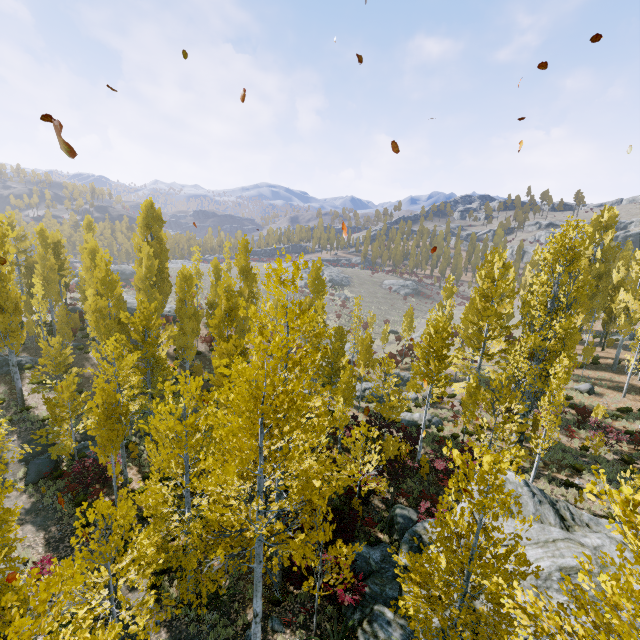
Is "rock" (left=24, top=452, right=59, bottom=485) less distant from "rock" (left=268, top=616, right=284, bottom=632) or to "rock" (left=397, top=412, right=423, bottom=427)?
"rock" (left=268, top=616, right=284, bottom=632)

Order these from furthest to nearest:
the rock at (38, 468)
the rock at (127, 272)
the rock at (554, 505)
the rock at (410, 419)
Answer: the rock at (127, 272)
the rock at (410, 419)
the rock at (38, 468)
the rock at (554, 505)

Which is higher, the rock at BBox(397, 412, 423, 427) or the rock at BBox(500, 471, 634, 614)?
the rock at BBox(500, 471, 634, 614)

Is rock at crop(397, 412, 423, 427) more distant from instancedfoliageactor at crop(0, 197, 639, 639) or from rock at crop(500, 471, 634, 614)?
rock at crop(500, 471, 634, 614)

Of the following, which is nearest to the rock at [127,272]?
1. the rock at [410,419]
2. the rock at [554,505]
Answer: the rock at [410,419]

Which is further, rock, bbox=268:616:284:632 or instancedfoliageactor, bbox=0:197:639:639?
rock, bbox=268:616:284:632

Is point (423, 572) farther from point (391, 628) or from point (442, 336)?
point (442, 336)

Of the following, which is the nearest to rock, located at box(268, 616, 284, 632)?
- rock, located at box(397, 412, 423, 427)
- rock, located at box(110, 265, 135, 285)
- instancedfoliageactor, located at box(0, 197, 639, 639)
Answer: instancedfoliageactor, located at box(0, 197, 639, 639)
